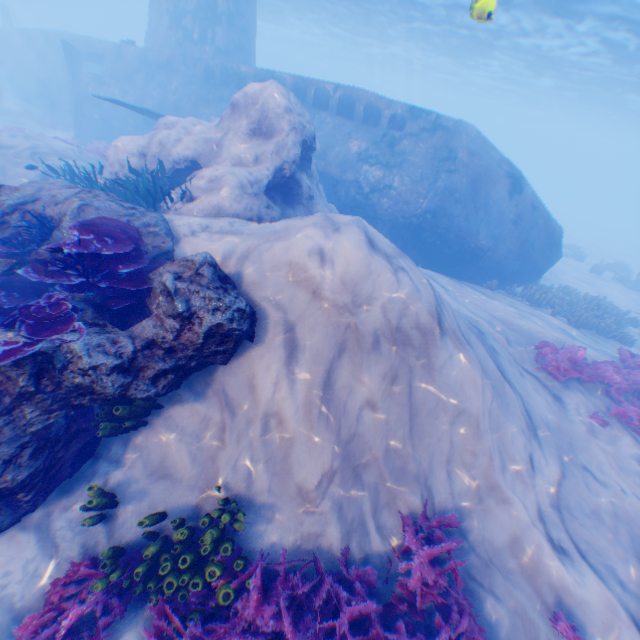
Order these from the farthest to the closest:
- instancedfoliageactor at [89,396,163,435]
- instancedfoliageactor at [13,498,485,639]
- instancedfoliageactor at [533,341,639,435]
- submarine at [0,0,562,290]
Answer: submarine at [0,0,562,290] < instancedfoliageactor at [533,341,639,435] < instancedfoliageactor at [89,396,163,435] < instancedfoliageactor at [13,498,485,639]

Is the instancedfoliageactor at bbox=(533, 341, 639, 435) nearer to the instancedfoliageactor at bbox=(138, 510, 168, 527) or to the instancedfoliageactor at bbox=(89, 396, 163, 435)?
the instancedfoliageactor at bbox=(138, 510, 168, 527)

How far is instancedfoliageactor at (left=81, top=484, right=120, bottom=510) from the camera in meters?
4.4

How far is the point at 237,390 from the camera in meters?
5.2 m

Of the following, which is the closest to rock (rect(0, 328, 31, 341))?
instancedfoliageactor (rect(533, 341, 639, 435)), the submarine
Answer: the submarine

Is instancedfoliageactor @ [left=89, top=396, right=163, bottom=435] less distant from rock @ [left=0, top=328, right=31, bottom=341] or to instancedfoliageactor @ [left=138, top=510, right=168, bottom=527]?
rock @ [left=0, top=328, right=31, bottom=341]

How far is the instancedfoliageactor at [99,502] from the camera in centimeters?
440cm
